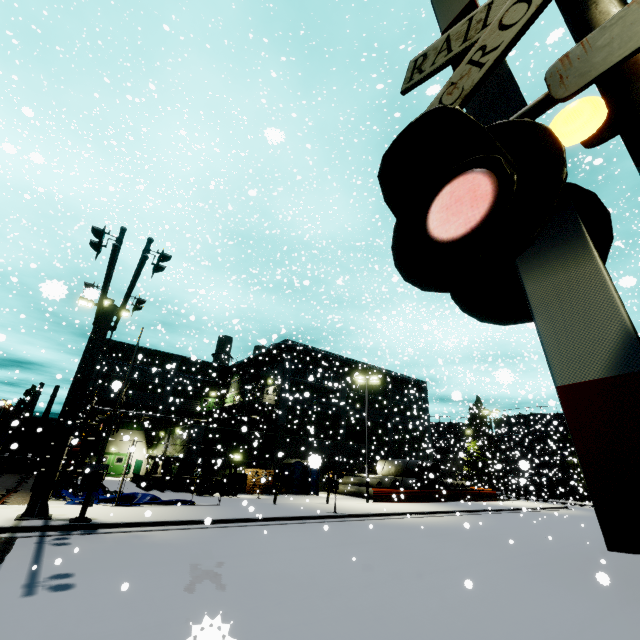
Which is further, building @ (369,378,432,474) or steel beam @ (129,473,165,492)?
building @ (369,378,432,474)

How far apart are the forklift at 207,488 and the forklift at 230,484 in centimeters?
52cm

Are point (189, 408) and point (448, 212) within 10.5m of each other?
no

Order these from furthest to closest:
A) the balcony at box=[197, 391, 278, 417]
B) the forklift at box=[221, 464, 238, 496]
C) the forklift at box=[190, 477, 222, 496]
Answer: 1. the balcony at box=[197, 391, 278, 417]
2. the forklift at box=[221, 464, 238, 496]
3. the forklift at box=[190, 477, 222, 496]

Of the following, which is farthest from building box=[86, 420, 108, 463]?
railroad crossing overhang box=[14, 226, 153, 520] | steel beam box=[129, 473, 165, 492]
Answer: railroad crossing overhang box=[14, 226, 153, 520]

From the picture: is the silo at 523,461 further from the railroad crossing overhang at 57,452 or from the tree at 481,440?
the railroad crossing overhang at 57,452

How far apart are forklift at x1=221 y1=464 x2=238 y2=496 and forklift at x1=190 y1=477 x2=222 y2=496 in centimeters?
52cm

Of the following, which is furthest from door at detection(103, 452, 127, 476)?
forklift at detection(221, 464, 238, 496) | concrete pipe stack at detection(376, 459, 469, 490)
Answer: concrete pipe stack at detection(376, 459, 469, 490)
